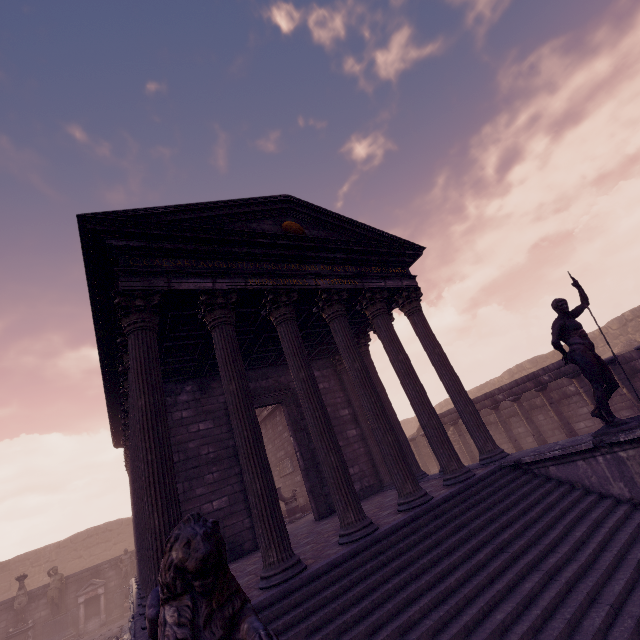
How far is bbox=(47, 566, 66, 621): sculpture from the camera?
15.9 meters

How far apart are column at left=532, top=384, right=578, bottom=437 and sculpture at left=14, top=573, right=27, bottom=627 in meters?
25.2 m

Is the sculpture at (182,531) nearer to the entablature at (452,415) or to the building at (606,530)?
the building at (606,530)

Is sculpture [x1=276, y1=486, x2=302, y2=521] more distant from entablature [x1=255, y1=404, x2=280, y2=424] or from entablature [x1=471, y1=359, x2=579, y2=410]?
entablature [x1=471, y1=359, x2=579, y2=410]

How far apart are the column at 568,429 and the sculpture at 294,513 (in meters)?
9.89

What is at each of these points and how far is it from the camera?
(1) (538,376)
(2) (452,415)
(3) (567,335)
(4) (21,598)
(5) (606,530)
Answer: (1) entablature, 11.7m
(2) entablature, 14.8m
(3) sculpture, 6.2m
(4) sculpture, 15.7m
(5) building, 4.8m

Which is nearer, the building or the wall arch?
the building

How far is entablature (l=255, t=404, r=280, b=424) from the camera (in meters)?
16.69
